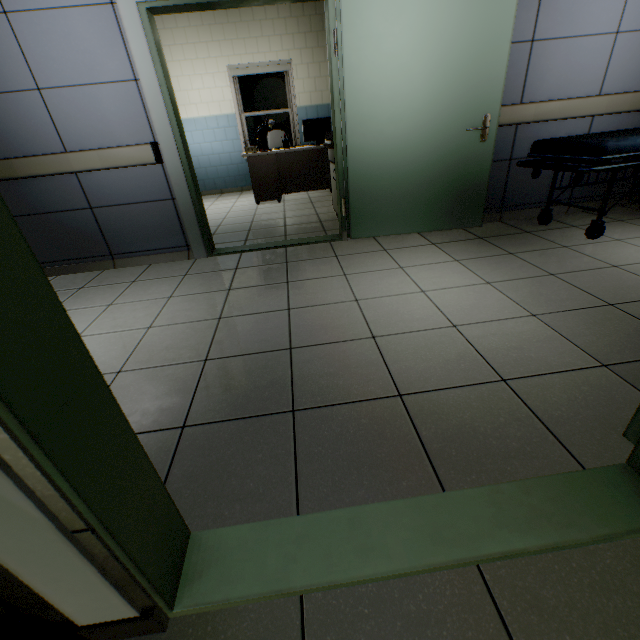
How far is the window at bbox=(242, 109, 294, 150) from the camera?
7.2m

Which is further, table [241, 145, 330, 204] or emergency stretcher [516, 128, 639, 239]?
table [241, 145, 330, 204]

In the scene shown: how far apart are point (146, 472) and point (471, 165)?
3.64m

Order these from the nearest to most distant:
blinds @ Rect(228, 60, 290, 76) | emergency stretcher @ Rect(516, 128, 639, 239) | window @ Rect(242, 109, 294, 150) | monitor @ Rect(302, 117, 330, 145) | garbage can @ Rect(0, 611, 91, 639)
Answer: garbage can @ Rect(0, 611, 91, 639)
emergency stretcher @ Rect(516, 128, 639, 239)
monitor @ Rect(302, 117, 330, 145)
blinds @ Rect(228, 60, 290, 76)
window @ Rect(242, 109, 294, 150)

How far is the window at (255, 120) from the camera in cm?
724

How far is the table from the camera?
5.7m

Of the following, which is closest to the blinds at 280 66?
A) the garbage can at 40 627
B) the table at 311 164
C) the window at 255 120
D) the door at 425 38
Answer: the window at 255 120

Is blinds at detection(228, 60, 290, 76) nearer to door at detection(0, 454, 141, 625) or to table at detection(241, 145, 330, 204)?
table at detection(241, 145, 330, 204)
